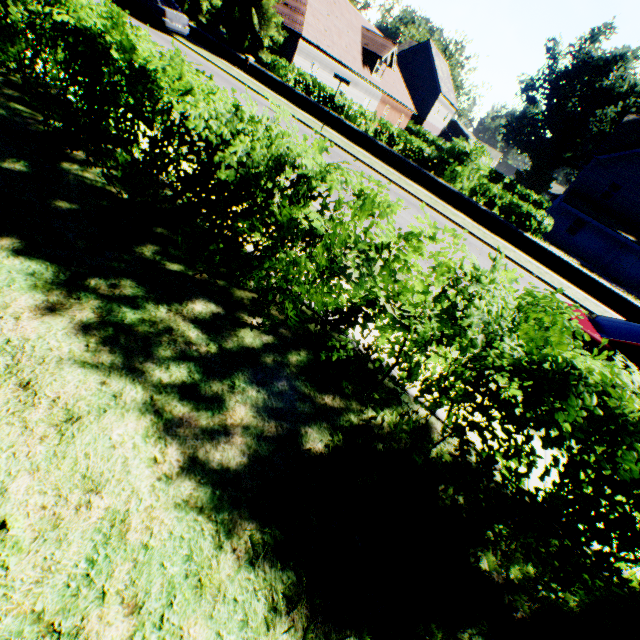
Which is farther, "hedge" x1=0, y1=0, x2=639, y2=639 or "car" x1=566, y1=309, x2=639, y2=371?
"car" x1=566, y1=309, x2=639, y2=371

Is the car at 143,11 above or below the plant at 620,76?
below

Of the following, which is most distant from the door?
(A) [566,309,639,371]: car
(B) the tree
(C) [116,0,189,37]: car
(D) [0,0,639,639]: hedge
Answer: (C) [116,0,189,37]: car

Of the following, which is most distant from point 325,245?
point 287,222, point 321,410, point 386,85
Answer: point 386,85

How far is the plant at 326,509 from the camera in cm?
235

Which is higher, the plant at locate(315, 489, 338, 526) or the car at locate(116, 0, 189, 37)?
the car at locate(116, 0, 189, 37)

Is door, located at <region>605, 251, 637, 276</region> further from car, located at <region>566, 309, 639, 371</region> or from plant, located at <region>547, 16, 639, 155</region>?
car, located at <region>566, 309, 639, 371</region>

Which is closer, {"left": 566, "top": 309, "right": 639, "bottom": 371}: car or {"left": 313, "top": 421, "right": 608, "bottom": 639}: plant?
{"left": 313, "top": 421, "right": 608, "bottom": 639}: plant
